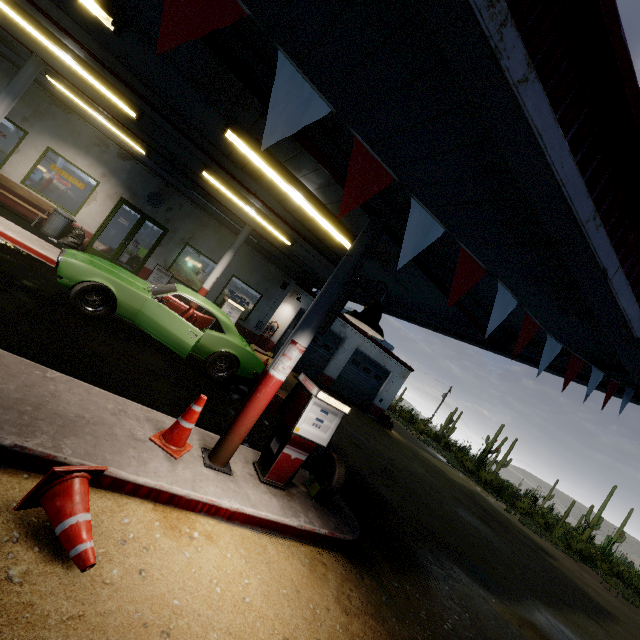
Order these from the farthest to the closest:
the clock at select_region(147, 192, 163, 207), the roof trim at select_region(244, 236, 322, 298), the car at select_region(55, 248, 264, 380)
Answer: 1. the roof trim at select_region(244, 236, 322, 298)
2. the clock at select_region(147, 192, 163, 207)
3. the car at select_region(55, 248, 264, 380)

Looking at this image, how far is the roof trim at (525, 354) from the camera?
5.4 meters

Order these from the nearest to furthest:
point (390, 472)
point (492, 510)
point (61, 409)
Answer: point (61, 409)
point (390, 472)
point (492, 510)

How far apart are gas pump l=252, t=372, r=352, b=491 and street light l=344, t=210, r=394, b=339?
1.2 meters

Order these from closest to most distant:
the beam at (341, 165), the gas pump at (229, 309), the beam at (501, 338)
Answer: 1. the beam at (341, 165)
2. the beam at (501, 338)
3. the gas pump at (229, 309)

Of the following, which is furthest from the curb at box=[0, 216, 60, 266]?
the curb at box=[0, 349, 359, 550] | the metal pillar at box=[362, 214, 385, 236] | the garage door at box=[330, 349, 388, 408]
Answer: the garage door at box=[330, 349, 388, 408]

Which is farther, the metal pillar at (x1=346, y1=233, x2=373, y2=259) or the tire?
the tire

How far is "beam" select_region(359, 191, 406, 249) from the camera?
4.14m
